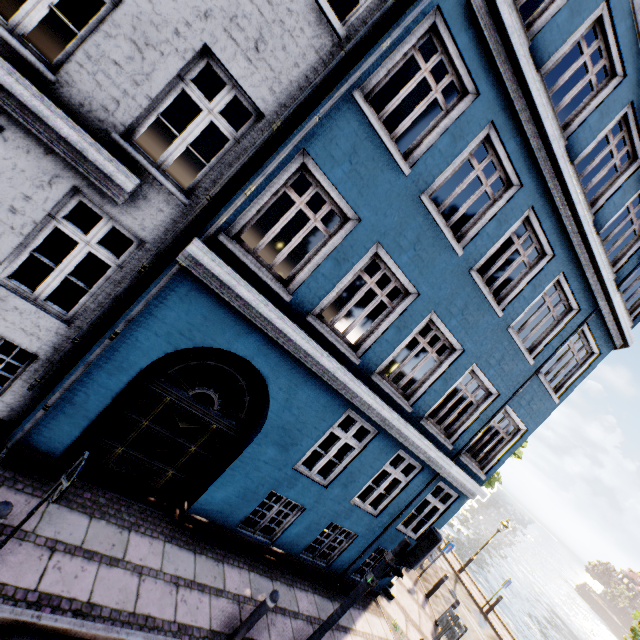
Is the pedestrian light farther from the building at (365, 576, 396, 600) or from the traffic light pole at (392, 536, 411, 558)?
the building at (365, 576, 396, 600)

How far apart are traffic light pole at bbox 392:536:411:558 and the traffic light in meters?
0.0 m

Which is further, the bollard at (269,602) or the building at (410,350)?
the bollard at (269,602)

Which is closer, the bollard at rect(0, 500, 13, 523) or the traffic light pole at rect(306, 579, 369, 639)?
the bollard at rect(0, 500, 13, 523)

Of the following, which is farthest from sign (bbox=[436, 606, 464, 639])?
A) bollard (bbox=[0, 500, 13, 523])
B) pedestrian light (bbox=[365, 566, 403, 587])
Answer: bollard (bbox=[0, 500, 13, 523])

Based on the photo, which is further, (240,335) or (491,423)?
(491,423)

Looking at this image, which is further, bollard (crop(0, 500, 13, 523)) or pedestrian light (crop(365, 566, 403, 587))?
pedestrian light (crop(365, 566, 403, 587))

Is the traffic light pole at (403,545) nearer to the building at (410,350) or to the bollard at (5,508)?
the building at (410,350)
